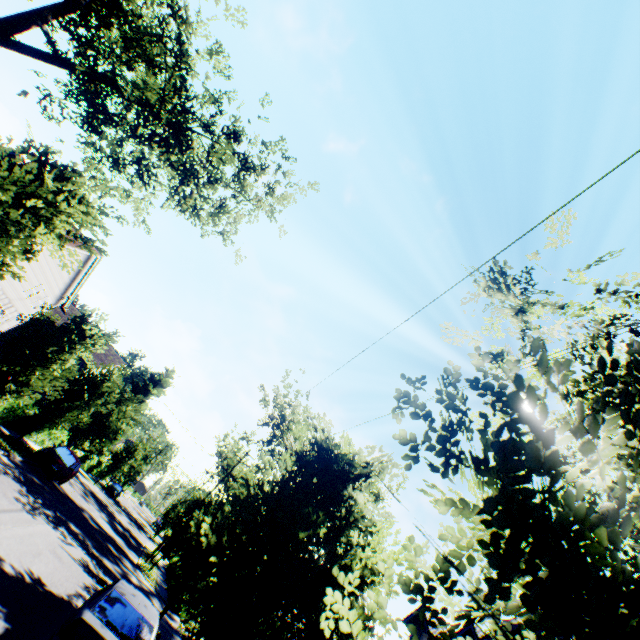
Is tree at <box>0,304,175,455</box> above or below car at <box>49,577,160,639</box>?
above

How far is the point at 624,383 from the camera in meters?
6.1

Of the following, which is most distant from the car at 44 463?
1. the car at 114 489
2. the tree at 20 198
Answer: the car at 114 489

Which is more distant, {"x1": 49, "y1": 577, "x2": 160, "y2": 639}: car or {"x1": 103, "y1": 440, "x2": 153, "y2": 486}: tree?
{"x1": 103, "y1": 440, "x2": 153, "y2": 486}: tree

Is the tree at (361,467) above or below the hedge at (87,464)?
above

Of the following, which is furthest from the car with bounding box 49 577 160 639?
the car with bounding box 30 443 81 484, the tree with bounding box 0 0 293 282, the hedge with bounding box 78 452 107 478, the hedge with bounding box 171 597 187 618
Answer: the hedge with bounding box 78 452 107 478

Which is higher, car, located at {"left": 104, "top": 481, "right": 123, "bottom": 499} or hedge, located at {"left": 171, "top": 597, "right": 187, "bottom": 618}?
car, located at {"left": 104, "top": 481, "right": 123, "bottom": 499}

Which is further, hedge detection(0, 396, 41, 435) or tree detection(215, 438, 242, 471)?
tree detection(215, 438, 242, 471)
